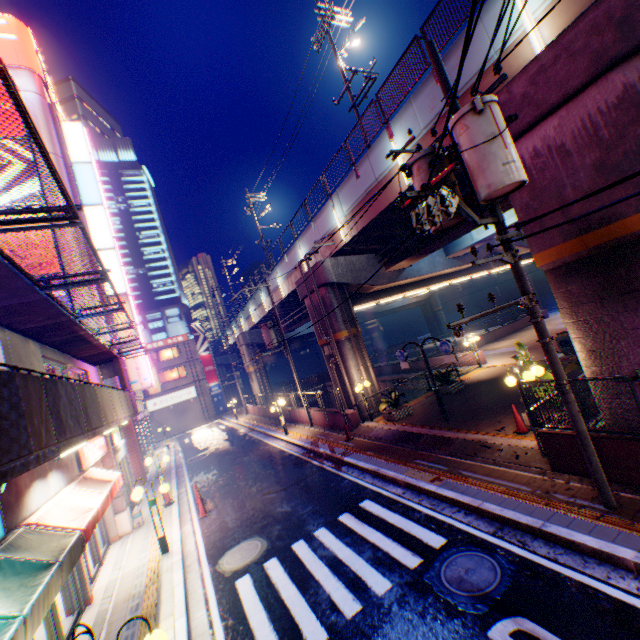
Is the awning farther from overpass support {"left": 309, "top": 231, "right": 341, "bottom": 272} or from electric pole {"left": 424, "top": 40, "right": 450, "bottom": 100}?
overpass support {"left": 309, "top": 231, "right": 341, "bottom": 272}

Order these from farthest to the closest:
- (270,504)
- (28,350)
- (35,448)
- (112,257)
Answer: (112,257)
(270,504)
(28,350)
(35,448)

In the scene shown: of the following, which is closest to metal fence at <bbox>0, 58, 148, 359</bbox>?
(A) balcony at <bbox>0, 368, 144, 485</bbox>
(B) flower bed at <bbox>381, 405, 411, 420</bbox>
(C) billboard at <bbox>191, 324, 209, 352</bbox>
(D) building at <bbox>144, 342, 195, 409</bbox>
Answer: (B) flower bed at <bbox>381, 405, 411, 420</bbox>

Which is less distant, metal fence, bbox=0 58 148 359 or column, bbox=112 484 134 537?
metal fence, bbox=0 58 148 359

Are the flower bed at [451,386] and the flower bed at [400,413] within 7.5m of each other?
yes

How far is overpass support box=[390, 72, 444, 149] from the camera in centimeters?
1041cm

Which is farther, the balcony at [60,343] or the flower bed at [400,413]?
the flower bed at [400,413]
